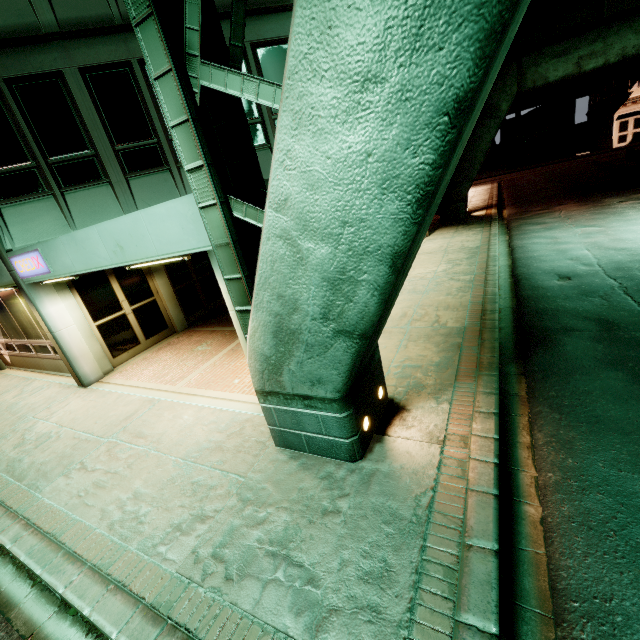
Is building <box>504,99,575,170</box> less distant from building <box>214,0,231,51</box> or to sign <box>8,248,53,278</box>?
building <box>214,0,231,51</box>

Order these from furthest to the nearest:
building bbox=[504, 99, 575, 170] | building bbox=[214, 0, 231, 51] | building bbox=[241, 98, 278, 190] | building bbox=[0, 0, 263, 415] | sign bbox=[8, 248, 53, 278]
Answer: building bbox=[504, 99, 575, 170] → building bbox=[241, 98, 278, 190] → building bbox=[214, 0, 231, 51] → sign bbox=[8, 248, 53, 278] → building bbox=[0, 0, 263, 415]

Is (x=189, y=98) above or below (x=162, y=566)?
above

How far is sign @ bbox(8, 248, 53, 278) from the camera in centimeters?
669cm

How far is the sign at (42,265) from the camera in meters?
6.7

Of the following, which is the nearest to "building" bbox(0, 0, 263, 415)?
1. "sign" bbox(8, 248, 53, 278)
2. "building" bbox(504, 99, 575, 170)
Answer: "sign" bbox(8, 248, 53, 278)

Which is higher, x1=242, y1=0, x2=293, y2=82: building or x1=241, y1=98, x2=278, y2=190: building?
x1=242, y1=0, x2=293, y2=82: building

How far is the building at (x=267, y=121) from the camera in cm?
818
